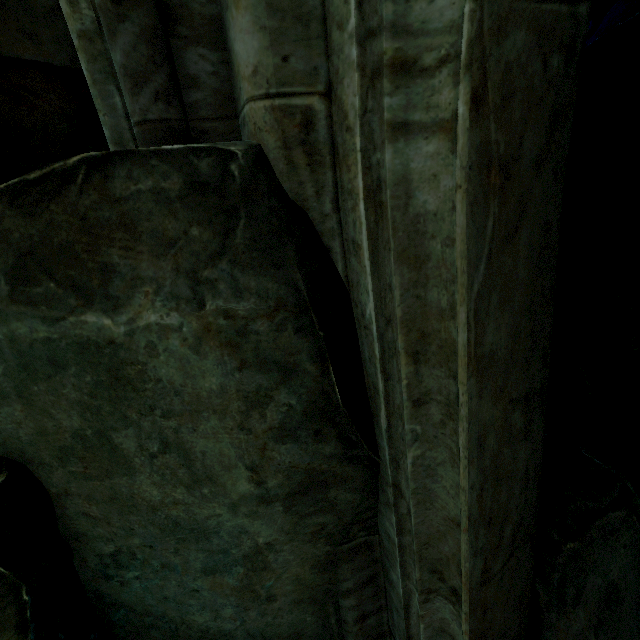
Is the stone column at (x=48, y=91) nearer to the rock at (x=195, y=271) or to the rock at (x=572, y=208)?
the rock at (x=195, y=271)

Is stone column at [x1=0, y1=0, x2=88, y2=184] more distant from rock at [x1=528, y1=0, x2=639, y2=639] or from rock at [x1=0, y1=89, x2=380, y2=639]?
rock at [x1=528, y1=0, x2=639, y2=639]

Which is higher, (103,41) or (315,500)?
(103,41)

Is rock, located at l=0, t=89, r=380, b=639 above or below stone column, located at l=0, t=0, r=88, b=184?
below

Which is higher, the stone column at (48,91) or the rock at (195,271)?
the stone column at (48,91)

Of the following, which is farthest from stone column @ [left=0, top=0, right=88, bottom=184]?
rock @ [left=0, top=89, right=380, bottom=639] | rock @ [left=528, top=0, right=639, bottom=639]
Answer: rock @ [left=528, top=0, right=639, bottom=639]
